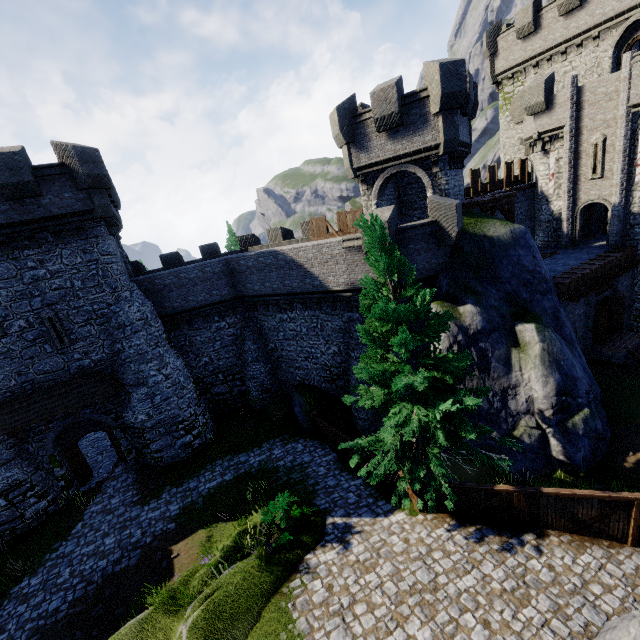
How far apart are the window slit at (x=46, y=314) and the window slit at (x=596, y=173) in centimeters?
3351cm

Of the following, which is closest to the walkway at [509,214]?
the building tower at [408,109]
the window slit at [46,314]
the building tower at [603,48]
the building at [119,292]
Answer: the building tower at [408,109]

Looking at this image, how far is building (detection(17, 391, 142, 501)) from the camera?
16.8 meters

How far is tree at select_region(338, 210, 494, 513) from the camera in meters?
10.0 m

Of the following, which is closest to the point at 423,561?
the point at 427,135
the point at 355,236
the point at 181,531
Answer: the point at 181,531

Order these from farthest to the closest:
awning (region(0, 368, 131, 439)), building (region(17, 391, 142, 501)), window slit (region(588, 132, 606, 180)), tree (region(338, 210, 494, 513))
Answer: window slit (region(588, 132, 606, 180)), building (region(17, 391, 142, 501)), awning (region(0, 368, 131, 439)), tree (region(338, 210, 494, 513))

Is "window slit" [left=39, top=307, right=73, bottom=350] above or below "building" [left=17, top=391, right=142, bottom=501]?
above

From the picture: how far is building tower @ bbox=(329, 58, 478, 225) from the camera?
14.83m
